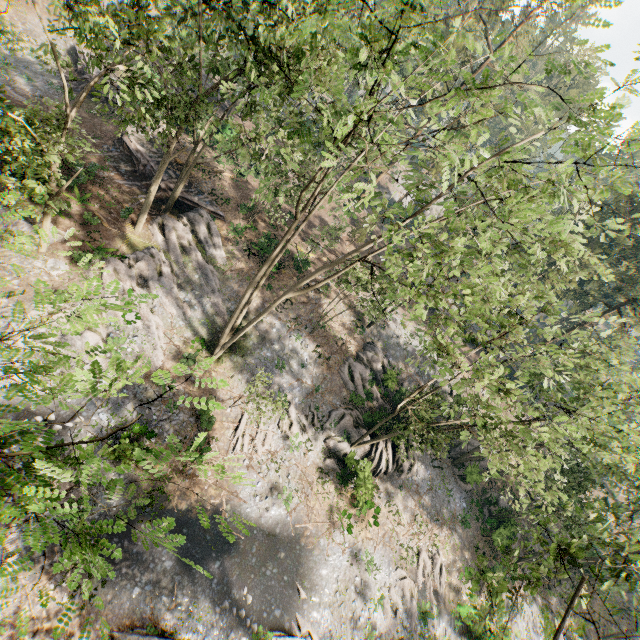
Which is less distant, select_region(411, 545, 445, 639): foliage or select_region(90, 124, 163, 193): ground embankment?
select_region(411, 545, 445, 639): foliage

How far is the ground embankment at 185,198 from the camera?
27.72m

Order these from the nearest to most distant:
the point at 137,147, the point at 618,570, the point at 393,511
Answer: the point at 618,570 < the point at 393,511 < the point at 137,147

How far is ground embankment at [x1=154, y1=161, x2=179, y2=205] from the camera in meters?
27.2

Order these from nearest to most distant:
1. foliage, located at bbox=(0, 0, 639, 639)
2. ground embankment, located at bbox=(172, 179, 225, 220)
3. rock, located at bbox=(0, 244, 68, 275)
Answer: foliage, located at bbox=(0, 0, 639, 639) < rock, located at bbox=(0, 244, 68, 275) < ground embankment, located at bbox=(172, 179, 225, 220)

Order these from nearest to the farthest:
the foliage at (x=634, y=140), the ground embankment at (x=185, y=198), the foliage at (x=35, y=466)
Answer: the foliage at (x=35, y=466)
the foliage at (x=634, y=140)
the ground embankment at (x=185, y=198)

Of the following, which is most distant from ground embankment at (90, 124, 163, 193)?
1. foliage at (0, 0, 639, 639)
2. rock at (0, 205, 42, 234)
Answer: rock at (0, 205, 42, 234)
